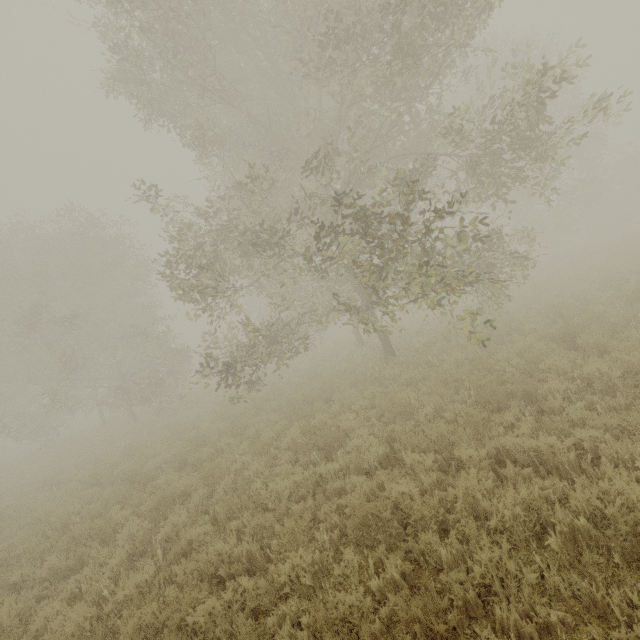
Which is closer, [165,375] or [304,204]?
[304,204]
